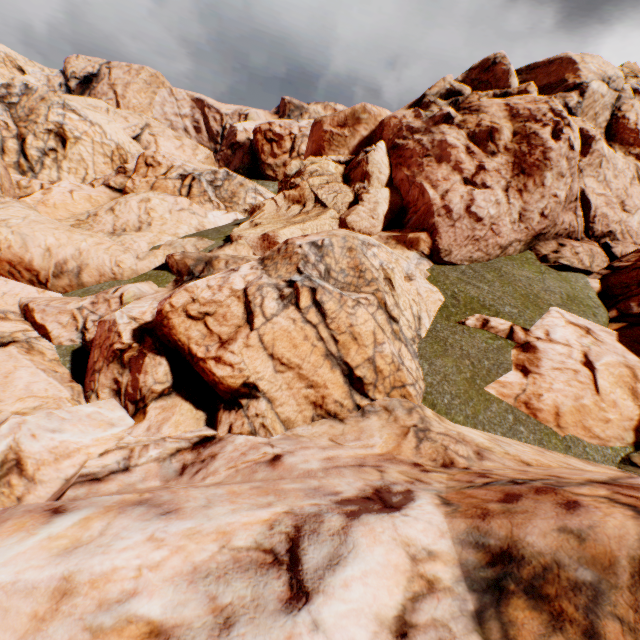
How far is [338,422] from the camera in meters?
6.7
